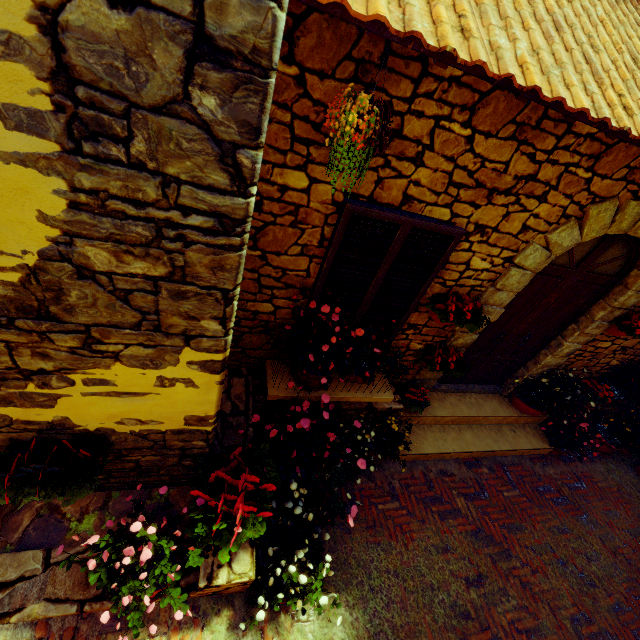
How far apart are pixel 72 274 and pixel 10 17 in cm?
75

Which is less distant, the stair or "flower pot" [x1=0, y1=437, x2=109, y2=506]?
"flower pot" [x1=0, y1=437, x2=109, y2=506]

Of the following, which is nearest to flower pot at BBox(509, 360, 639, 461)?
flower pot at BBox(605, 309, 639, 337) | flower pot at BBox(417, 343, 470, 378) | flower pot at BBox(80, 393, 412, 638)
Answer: flower pot at BBox(605, 309, 639, 337)

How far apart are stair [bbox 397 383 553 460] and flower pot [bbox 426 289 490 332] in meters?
1.5

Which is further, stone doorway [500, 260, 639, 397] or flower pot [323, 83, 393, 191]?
stone doorway [500, 260, 639, 397]

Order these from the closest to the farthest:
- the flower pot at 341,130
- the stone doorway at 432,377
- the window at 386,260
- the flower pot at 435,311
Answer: the flower pot at 341,130, the window at 386,260, the flower pot at 435,311, the stone doorway at 432,377

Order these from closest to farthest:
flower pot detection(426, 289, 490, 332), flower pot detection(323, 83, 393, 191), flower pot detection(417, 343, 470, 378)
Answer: flower pot detection(323, 83, 393, 191)
flower pot detection(426, 289, 490, 332)
flower pot detection(417, 343, 470, 378)

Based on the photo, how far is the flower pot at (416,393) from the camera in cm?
427
